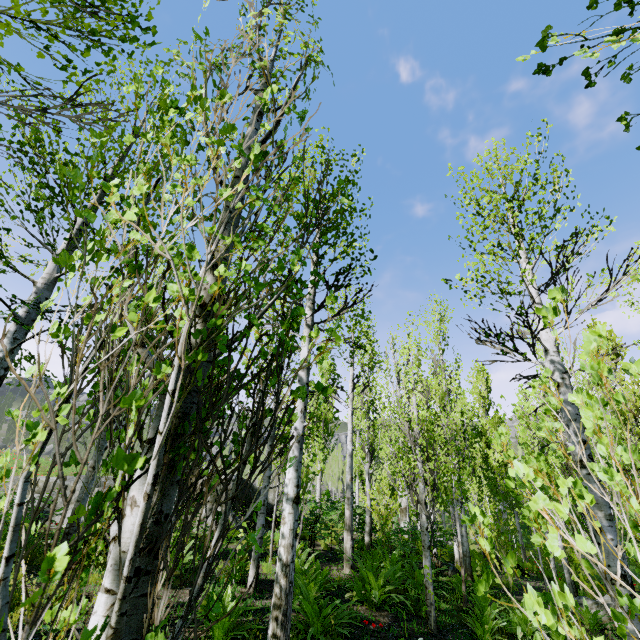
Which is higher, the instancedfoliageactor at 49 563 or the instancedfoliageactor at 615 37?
the instancedfoliageactor at 615 37

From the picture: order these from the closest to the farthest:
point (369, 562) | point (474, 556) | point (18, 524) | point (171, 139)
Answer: point (18, 524) → point (171, 139) → point (369, 562) → point (474, 556)

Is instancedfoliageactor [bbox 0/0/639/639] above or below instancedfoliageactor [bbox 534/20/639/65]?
below

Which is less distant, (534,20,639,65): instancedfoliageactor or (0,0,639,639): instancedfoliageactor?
(0,0,639,639): instancedfoliageactor

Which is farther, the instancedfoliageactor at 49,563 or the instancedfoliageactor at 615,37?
the instancedfoliageactor at 615,37
